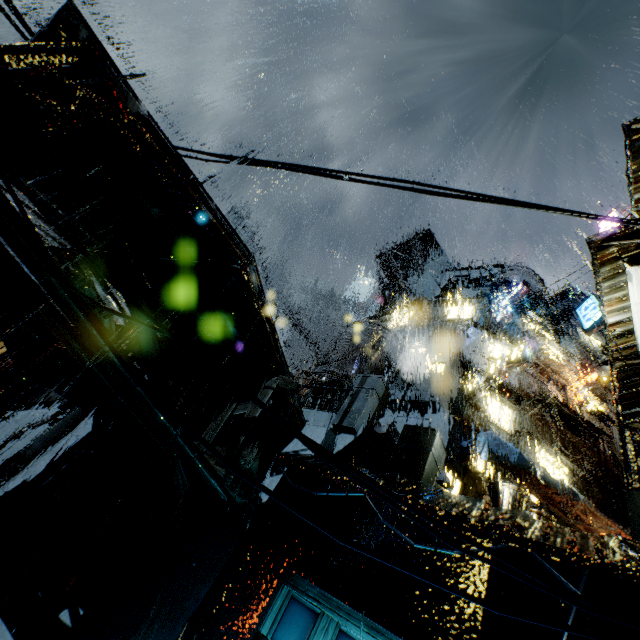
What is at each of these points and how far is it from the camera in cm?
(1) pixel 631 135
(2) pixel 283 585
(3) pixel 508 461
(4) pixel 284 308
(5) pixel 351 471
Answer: (1) building, 886
(2) building, 527
(3) cloth, 1568
(4) building, 4731
(5) power line, 183

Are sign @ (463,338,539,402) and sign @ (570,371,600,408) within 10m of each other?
yes

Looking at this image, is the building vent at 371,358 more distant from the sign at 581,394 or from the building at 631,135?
the sign at 581,394

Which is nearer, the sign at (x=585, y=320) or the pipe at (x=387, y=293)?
the sign at (x=585, y=320)

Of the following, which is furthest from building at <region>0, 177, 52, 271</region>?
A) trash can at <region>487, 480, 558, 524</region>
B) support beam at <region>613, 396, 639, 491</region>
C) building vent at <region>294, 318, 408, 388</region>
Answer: trash can at <region>487, 480, 558, 524</region>

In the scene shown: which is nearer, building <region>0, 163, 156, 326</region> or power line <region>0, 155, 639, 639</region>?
power line <region>0, 155, 639, 639</region>

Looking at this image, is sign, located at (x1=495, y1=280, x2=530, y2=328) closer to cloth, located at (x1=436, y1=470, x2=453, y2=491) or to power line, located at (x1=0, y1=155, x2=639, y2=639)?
cloth, located at (x1=436, y1=470, x2=453, y2=491)

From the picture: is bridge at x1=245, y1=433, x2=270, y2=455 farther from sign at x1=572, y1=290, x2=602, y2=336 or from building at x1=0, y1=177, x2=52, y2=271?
sign at x1=572, y1=290, x2=602, y2=336
